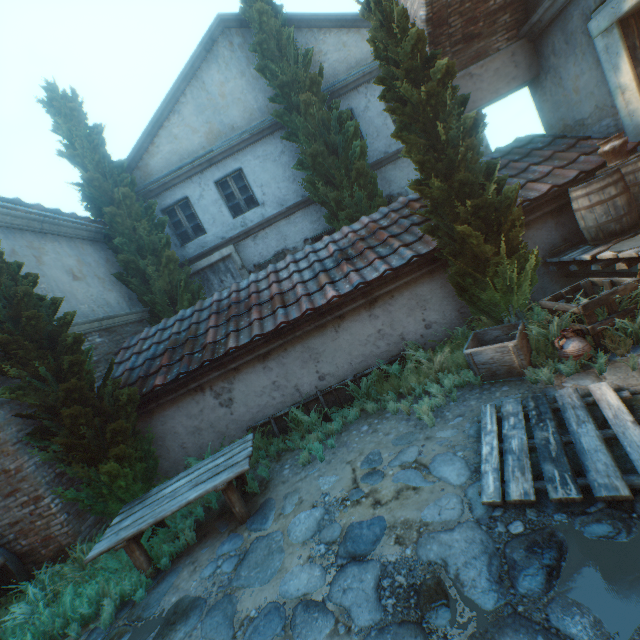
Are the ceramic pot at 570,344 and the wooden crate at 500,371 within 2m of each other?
yes

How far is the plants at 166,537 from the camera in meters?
4.4 m

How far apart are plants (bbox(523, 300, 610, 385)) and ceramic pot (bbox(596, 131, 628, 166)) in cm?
264

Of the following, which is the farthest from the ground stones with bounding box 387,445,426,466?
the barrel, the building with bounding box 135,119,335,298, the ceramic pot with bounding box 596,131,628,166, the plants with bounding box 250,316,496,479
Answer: the building with bounding box 135,119,335,298

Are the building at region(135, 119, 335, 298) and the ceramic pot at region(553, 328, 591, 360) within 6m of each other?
no

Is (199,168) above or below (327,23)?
below

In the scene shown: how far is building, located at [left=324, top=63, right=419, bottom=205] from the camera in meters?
10.0 m

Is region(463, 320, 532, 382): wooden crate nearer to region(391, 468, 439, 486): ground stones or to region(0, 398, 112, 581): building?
region(391, 468, 439, 486): ground stones
